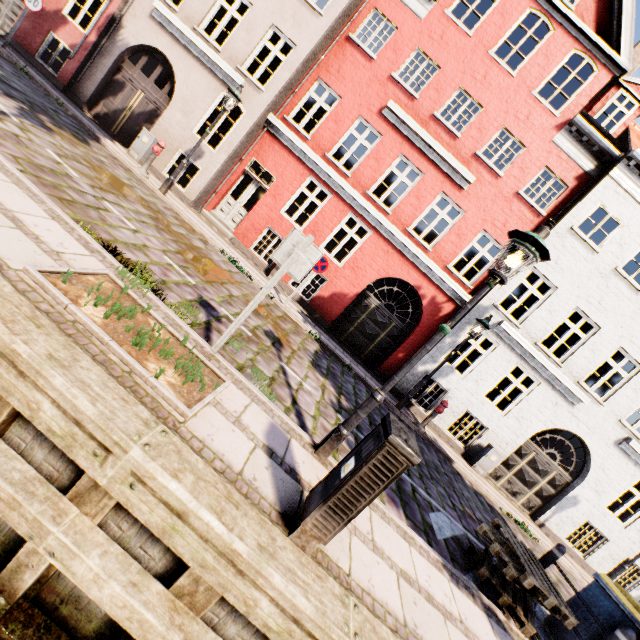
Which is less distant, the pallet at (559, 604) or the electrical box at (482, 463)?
the pallet at (559, 604)

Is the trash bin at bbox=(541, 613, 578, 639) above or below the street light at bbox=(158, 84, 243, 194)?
below

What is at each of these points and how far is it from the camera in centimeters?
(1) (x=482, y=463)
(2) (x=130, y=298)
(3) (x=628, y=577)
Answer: (1) electrical box, 1127cm
(2) tree planter, 379cm
(3) building, 1191cm

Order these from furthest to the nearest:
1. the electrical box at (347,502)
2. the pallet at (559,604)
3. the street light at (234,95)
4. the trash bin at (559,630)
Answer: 1. the street light at (234,95)
2. the trash bin at (559,630)
3. the pallet at (559,604)
4. the electrical box at (347,502)

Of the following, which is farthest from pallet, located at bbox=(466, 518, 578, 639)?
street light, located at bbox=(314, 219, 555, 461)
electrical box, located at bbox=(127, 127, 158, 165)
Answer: electrical box, located at bbox=(127, 127, 158, 165)

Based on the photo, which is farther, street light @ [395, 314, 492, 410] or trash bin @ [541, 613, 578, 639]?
street light @ [395, 314, 492, 410]

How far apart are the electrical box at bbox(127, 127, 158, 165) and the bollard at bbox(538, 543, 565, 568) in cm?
1507

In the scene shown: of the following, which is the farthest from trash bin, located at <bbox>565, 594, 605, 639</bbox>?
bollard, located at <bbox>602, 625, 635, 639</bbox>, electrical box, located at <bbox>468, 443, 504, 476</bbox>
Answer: electrical box, located at <bbox>468, 443, 504, 476</bbox>
